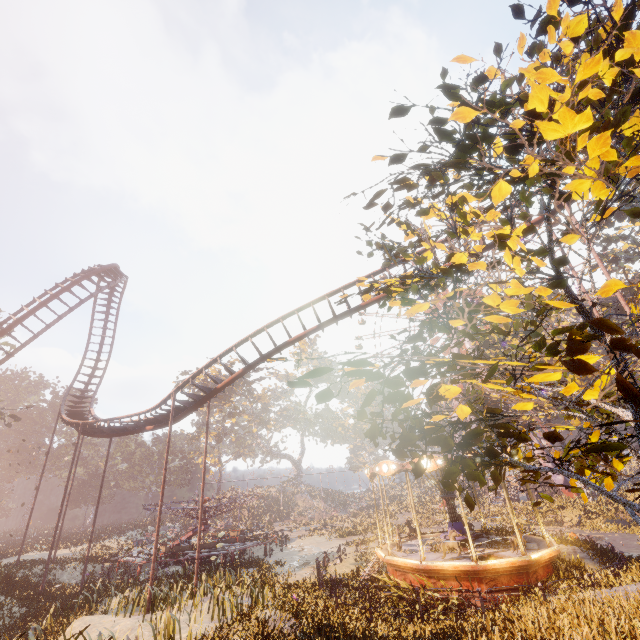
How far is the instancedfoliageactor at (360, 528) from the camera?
25.4m

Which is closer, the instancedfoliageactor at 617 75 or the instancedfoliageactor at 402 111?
the instancedfoliageactor at 617 75

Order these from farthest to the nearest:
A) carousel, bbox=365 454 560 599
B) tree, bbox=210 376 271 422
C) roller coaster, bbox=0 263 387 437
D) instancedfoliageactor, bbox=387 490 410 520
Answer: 1. tree, bbox=210 376 271 422
2. instancedfoliageactor, bbox=387 490 410 520
3. roller coaster, bbox=0 263 387 437
4. carousel, bbox=365 454 560 599

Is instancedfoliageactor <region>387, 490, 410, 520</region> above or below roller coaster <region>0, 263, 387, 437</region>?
below

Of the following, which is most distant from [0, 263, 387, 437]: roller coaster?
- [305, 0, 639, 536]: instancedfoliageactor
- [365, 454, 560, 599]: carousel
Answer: [365, 454, 560, 599]: carousel

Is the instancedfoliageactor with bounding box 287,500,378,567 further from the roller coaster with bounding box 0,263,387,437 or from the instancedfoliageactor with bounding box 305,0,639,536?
the roller coaster with bounding box 0,263,387,437

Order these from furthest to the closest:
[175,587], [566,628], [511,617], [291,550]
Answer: [291,550], [175,587], [511,617], [566,628]

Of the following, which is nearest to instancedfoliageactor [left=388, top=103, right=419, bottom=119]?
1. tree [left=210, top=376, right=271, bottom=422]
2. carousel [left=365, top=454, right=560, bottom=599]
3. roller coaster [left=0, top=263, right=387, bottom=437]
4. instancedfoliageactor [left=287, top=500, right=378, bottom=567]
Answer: carousel [left=365, top=454, right=560, bottom=599]
